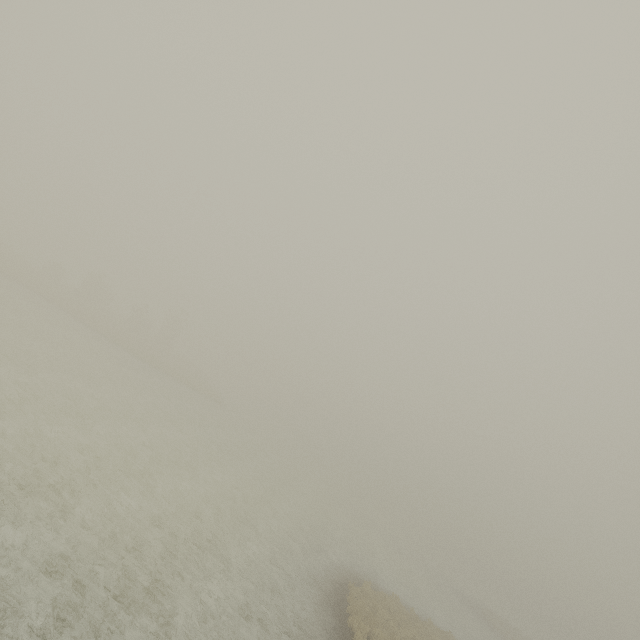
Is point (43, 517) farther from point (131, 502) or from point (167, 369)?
point (167, 369)
